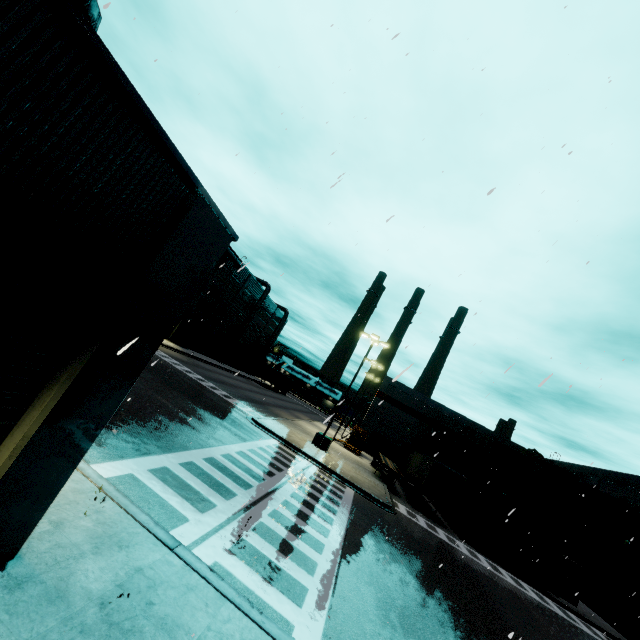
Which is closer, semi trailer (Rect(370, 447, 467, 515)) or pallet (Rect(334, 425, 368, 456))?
semi trailer (Rect(370, 447, 467, 515))

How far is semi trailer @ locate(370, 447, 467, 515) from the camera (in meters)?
24.78

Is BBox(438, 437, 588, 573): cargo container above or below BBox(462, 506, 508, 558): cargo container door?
above

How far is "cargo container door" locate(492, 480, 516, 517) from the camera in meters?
22.2 m

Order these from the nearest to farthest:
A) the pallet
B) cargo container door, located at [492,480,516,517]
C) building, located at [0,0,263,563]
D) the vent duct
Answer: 1. building, located at [0,0,263,563]
2. the vent duct
3. cargo container door, located at [492,480,516,517]
4. the pallet

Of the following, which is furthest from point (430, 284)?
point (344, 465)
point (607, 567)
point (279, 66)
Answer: point (607, 567)

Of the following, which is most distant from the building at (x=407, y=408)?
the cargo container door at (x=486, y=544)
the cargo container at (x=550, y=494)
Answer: the cargo container door at (x=486, y=544)

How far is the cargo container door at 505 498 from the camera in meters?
22.2
